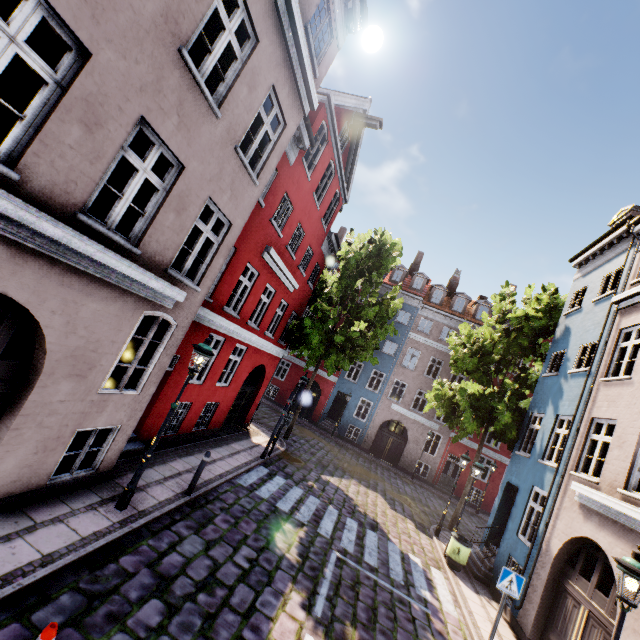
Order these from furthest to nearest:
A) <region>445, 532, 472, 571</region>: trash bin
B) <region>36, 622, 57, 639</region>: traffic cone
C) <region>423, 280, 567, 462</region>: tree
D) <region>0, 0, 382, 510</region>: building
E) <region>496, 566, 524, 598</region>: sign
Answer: <region>423, 280, 567, 462</region>: tree, <region>445, 532, 472, 571</region>: trash bin, <region>496, 566, 524, 598</region>: sign, <region>0, 0, 382, 510</region>: building, <region>36, 622, 57, 639</region>: traffic cone

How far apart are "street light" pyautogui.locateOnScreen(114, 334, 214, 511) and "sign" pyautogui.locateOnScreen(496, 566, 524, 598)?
8.38m

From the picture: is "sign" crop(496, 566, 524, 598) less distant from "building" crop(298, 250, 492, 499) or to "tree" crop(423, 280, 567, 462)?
"building" crop(298, 250, 492, 499)

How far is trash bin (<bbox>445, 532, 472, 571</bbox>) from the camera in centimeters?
1124cm

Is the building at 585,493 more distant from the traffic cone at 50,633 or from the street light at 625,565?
the traffic cone at 50,633

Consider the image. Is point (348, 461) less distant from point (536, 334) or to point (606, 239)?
point (536, 334)

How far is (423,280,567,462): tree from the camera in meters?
14.6 m

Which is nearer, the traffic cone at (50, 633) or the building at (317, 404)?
the traffic cone at (50, 633)
